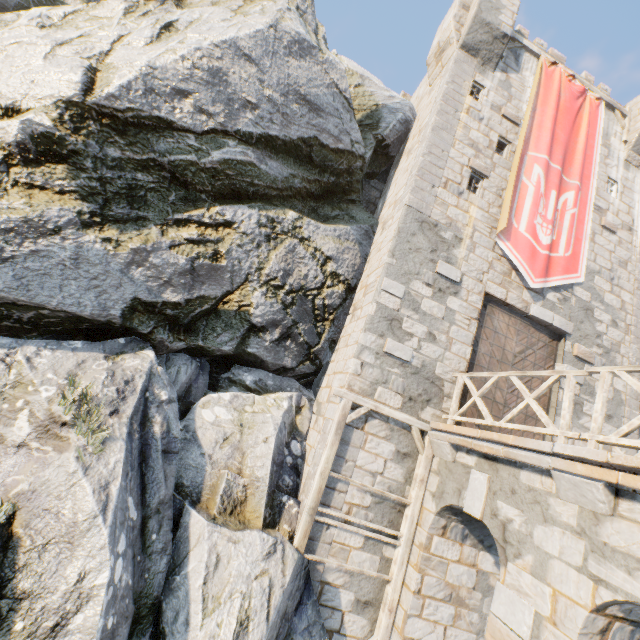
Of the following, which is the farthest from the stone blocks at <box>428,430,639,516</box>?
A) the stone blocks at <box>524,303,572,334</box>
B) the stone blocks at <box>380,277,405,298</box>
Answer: the stone blocks at <box>524,303,572,334</box>

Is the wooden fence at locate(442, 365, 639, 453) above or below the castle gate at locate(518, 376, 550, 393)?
below

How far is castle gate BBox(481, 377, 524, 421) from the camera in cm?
850

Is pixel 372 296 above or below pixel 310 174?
below

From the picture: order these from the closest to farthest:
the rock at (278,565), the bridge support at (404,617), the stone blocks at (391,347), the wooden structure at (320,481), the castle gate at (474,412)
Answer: the bridge support at (404,617) → the rock at (278,565) → the wooden structure at (320,481) → the stone blocks at (391,347) → the castle gate at (474,412)

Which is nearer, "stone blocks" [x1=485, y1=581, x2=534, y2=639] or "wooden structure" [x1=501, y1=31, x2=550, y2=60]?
"stone blocks" [x1=485, y1=581, x2=534, y2=639]

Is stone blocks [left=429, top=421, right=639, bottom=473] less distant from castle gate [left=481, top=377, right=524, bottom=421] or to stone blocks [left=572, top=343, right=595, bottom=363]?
castle gate [left=481, top=377, right=524, bottom=421]

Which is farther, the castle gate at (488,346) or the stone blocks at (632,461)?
the castle gate at (488,346)
